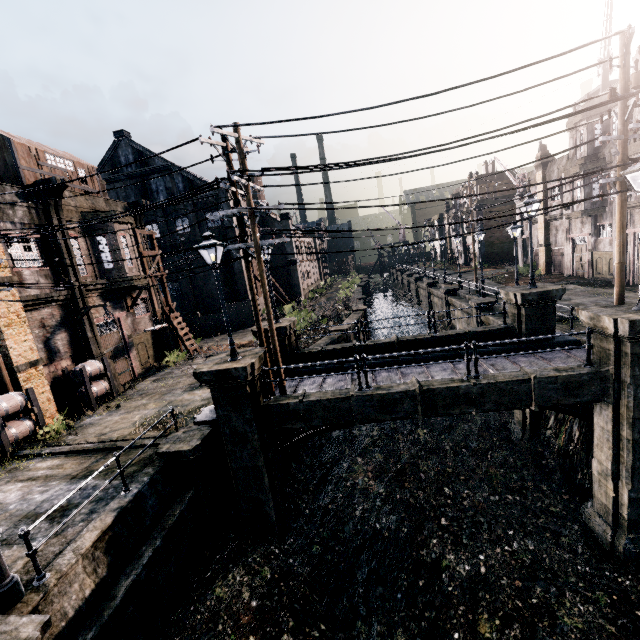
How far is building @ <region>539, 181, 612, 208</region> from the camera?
24.5 meters

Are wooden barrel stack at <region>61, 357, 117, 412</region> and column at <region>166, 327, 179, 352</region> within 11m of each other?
yes

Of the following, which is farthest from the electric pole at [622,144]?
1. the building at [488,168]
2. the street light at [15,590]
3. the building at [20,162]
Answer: the building at [488,168]

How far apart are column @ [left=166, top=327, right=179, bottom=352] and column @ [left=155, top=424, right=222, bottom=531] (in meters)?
14.69

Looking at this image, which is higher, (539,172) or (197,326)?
(539,172)

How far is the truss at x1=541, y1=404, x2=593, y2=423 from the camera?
12.56m

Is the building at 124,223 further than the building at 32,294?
Yes

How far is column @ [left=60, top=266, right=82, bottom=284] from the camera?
17.44m
